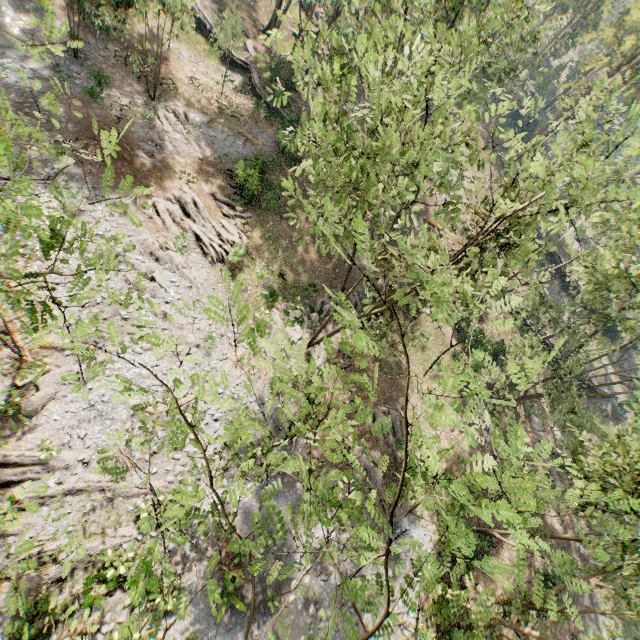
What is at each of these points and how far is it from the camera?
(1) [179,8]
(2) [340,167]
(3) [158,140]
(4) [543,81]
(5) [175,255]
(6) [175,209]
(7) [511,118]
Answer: (1) foliage, 19.92m
(2) foliage, 9.52m
(3) foliage, 25.02m
(4) foliage, 57.47m
(5) foliage, 20.73m
(6) foliage, 22.30m
(7) rock, 55.53m

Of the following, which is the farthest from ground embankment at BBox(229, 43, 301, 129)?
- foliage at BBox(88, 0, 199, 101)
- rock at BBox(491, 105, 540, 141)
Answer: rock at BBox(491, 105, 540, 141)

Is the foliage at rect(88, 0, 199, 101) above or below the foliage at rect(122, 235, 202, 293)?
above

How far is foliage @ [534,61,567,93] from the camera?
20.4 meters

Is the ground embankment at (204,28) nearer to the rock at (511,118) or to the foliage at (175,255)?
the foliage at (175,255)

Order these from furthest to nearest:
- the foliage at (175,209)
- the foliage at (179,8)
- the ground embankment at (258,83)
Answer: the ground embankment at (258,83)
the foliage at (179,8)
the foliage at (175,209)
